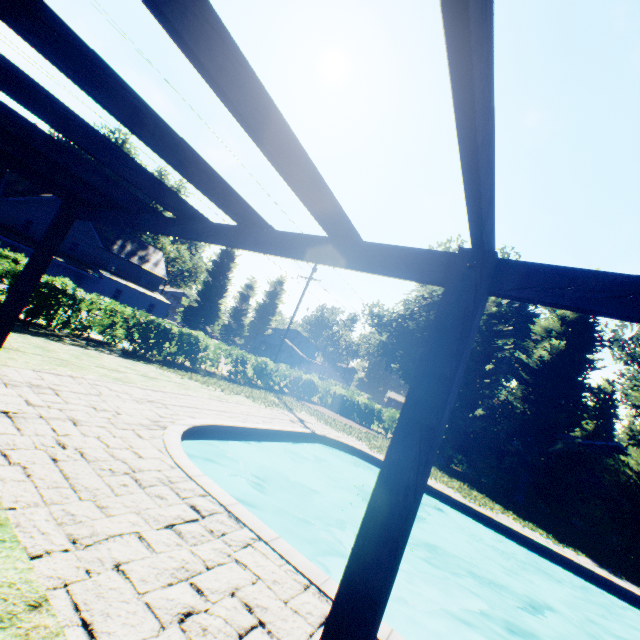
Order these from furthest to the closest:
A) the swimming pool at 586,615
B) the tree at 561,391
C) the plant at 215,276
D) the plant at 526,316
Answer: the plant at 215,276 → the plant at 526,316 → the tree at 561,391 → the swimming pool at 586,615

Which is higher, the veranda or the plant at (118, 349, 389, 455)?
the veranda

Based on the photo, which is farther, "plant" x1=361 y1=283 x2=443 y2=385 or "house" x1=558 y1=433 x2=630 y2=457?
"plant" x1=361 y1=283 x2=443 y2=385

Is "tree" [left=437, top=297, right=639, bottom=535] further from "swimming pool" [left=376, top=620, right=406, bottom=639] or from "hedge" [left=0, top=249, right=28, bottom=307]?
"swimming pool" [left=376, top=620, right=406, bottom=639]

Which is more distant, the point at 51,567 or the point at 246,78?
the point at 51,567

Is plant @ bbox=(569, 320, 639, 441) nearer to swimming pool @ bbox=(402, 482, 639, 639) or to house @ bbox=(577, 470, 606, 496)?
swimming pool @ bbox=(402, 482, 639, 639)

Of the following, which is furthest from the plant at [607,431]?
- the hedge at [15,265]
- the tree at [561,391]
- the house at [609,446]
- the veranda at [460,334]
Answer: the veranda at [460,334]

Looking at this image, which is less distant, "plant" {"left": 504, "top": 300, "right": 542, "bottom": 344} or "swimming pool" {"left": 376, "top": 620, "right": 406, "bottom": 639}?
"swimming pool" {"left": 376, "top": 620, "right": 406, "bottom": 639}
